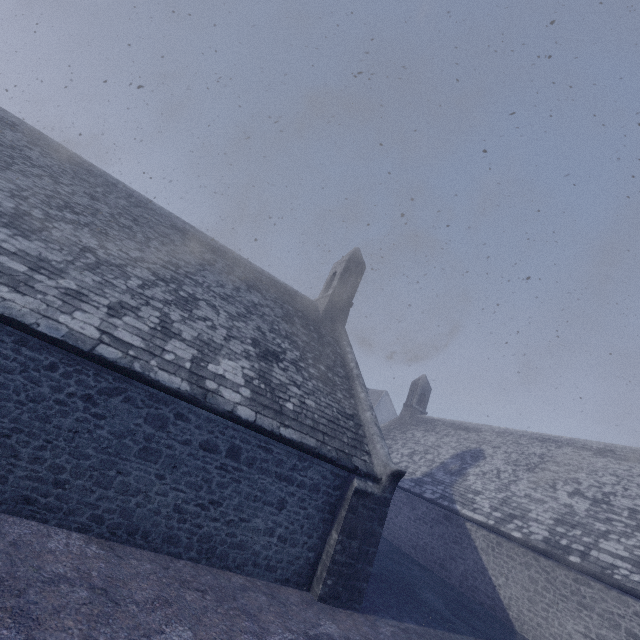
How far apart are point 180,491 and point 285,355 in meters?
4.8
